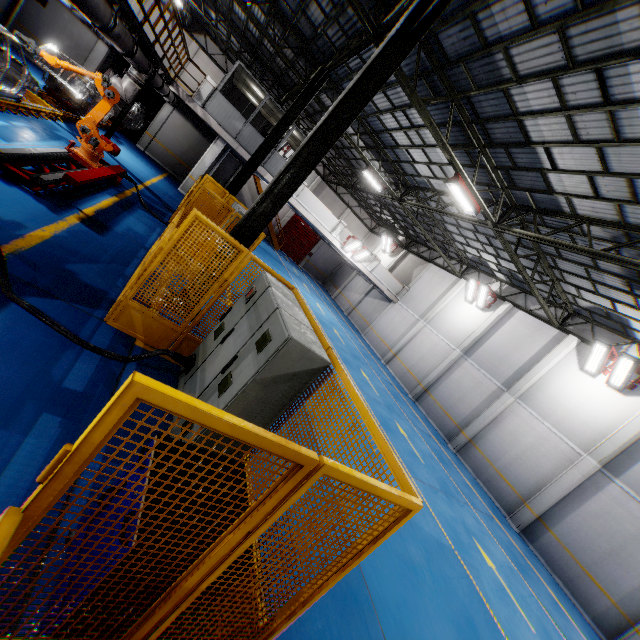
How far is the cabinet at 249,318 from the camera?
3.3 meters

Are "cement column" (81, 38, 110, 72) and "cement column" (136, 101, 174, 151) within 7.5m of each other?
yes

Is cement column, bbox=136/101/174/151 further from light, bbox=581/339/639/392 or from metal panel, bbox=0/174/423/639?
light, bbox=581/339/639/392

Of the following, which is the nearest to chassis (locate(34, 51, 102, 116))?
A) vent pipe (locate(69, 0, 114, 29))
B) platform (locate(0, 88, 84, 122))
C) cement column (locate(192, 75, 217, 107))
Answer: platform (locate(0, 88, 84, 122))

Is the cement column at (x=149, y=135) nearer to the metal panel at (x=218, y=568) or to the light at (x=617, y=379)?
the metal panel at (x=218, y=568)

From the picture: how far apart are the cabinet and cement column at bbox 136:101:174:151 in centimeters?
2047cm

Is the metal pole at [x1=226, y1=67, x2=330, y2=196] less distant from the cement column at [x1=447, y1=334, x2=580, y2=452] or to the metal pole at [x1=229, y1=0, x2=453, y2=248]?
the metal pole at [x1=229, y1=0, x2=453, y2=248]

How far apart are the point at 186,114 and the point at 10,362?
21.75m
